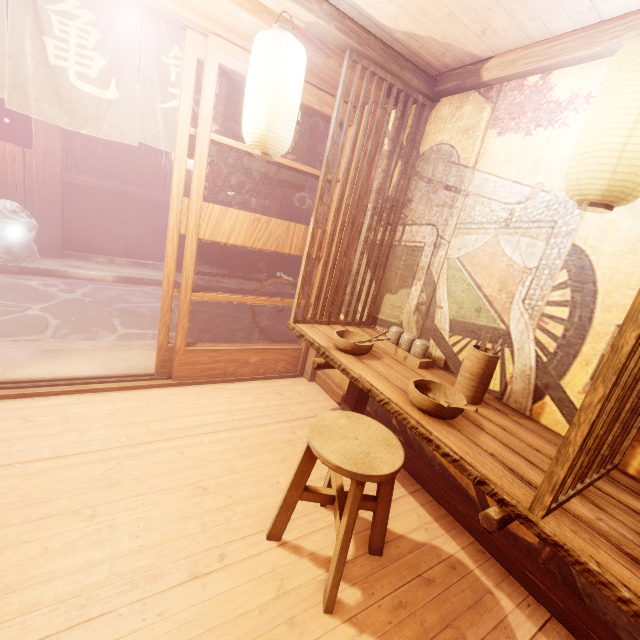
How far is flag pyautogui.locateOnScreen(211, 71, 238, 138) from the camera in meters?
5.1

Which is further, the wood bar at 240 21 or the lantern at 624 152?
the wood bar at 240 21

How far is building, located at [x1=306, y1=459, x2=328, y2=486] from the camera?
4.1m

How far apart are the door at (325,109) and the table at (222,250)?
11.46m

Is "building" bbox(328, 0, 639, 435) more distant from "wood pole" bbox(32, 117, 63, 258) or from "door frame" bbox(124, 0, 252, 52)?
"wood pole" bbox(32, 117, 63, 258)

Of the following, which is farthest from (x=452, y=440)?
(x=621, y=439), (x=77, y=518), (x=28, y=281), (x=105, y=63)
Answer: (x=28, y=281)

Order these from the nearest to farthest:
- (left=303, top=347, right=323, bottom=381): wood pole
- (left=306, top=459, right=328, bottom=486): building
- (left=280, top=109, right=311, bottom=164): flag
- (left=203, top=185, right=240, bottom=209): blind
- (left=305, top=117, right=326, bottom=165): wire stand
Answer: (left=306, top=459, right=328, bottom=486): building
(left=280, top=109, right=311, bottom=164): flag
(left=303, top=347, right=323, bottom=381): wood pole
(left=305, top=117, right=326, bottom=165): wire stand
(left=203, top=185, right=240, bottom=209): blind

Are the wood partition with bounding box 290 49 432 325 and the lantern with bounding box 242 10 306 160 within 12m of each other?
yes
